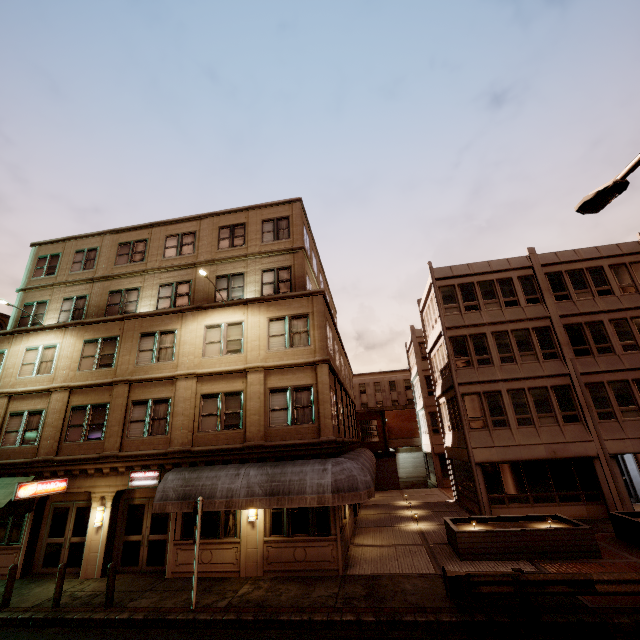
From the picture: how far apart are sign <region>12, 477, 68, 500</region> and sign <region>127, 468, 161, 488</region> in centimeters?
305cm

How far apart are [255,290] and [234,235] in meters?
4.2 m

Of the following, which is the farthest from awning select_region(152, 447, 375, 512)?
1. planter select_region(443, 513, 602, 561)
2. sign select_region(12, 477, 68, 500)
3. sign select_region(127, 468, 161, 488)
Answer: sign select_region(12, 477, 68, 500)

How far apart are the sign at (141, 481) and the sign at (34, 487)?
3.1 meters

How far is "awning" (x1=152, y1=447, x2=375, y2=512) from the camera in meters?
11.7

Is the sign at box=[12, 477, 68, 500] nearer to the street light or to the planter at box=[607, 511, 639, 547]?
the street light

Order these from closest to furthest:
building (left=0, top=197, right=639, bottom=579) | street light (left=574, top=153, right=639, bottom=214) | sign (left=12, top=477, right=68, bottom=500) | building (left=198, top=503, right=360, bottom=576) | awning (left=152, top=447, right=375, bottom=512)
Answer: street light (left=574, top=153, right=639, bottom=214), awning (left=152, top=447, right=375, bottom=512), building (left=198, top=503, right=360, bottom=576), sign (left=12, top=477, right=68, bottom=500), building (left=0, top=197, right=639, bottom=579)

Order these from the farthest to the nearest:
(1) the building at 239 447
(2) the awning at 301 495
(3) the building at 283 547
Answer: (1) the building at 239 447
(3) the building at 283 547
(2) the awning at 301 495
